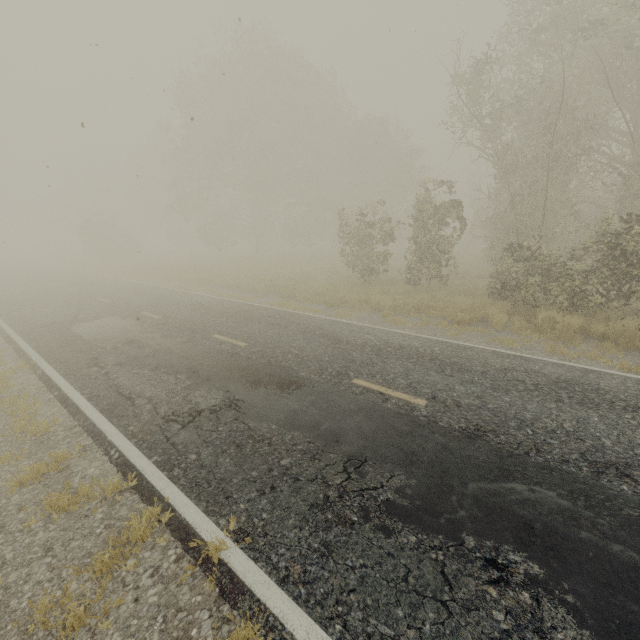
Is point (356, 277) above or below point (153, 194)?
below
